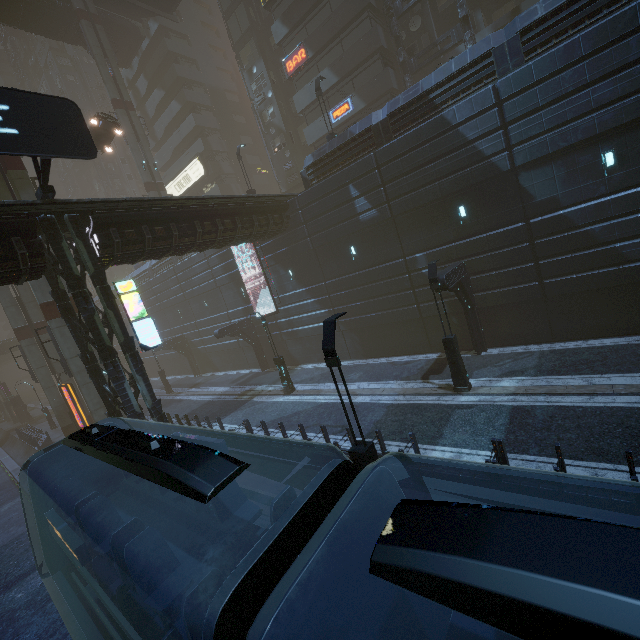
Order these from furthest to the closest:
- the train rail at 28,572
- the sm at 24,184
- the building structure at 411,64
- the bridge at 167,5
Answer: the bridge at 167,5, the building structure at 411,64, the sm at 24,184, the train rail at 28,572

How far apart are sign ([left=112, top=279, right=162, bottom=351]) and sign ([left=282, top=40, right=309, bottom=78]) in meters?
25.5

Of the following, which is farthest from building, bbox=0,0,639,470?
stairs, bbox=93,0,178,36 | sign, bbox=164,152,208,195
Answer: stairs, bbox=93,0,178,36

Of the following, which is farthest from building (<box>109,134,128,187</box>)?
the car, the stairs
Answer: the car

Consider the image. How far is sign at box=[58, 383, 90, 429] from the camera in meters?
22.8 m

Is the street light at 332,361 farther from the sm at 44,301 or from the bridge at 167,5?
the bridge at 167,5

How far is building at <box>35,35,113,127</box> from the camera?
56.2 meters

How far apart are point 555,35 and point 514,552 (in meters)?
18.47
